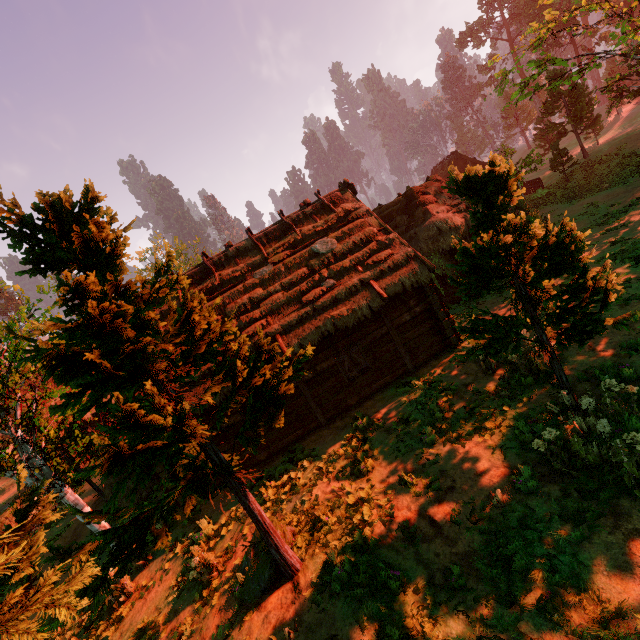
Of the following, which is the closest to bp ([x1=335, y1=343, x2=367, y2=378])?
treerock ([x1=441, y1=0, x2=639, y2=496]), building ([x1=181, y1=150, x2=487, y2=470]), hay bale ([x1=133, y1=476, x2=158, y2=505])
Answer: building ([x1=181, y1=150, x2=487, y2=470])

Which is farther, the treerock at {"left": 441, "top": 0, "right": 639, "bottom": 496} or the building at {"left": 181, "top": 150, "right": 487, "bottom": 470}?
the building at {"left": 181, "top": 150, "right": 487, "bottom": 470}

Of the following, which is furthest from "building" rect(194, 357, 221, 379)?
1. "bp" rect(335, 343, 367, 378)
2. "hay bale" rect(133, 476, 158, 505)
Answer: "hay bale" rect(133, 476, 158, 505)

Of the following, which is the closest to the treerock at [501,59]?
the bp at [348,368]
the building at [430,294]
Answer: the building at [430,294]

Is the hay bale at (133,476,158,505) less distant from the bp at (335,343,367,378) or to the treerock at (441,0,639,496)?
the treerock at (441,0,639,496)

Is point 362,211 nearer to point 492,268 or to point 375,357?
point 375,357

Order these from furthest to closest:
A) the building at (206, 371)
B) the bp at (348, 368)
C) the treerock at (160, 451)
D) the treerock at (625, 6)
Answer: the bp at (348, 368) → the building at (206, 371) → the treerock at (625, 6) → the treerock at (160, 451)

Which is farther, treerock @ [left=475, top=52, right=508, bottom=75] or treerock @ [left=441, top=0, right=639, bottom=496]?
treerock @ [left=475, top=52, right=508, bottom=75]
